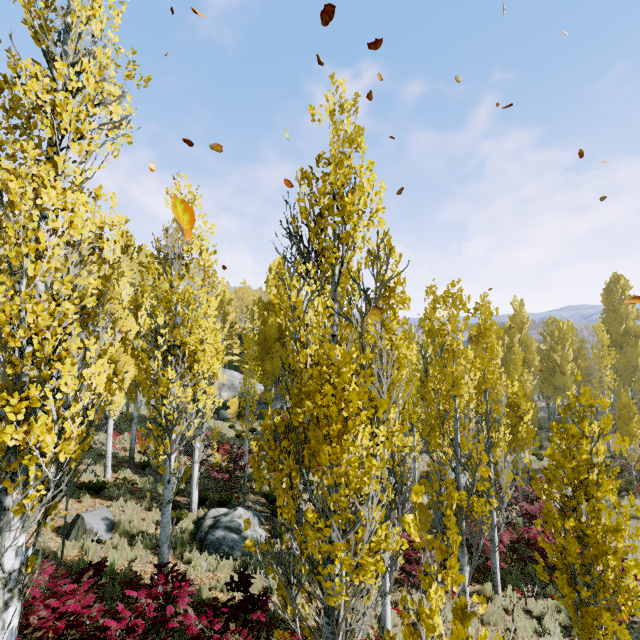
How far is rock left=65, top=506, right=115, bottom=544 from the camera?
10.2 meters

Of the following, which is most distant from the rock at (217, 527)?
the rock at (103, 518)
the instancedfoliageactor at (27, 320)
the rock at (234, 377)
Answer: the rock at (234, 377)

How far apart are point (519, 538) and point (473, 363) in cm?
1006

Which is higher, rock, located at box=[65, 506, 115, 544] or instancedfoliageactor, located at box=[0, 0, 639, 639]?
instancedfoliageactor, located at box=[0, 0, 639, 639]

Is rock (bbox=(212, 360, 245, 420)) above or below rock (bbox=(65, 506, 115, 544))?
above

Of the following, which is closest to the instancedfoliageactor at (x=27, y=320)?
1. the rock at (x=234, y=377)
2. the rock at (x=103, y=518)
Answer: the rock at (x=234, y=377)

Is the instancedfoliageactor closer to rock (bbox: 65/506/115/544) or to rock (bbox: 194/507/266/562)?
rock (bbox: 194/507/266/562)

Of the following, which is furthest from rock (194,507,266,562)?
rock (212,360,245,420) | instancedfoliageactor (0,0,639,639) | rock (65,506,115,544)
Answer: rock (212,360,245,420)
